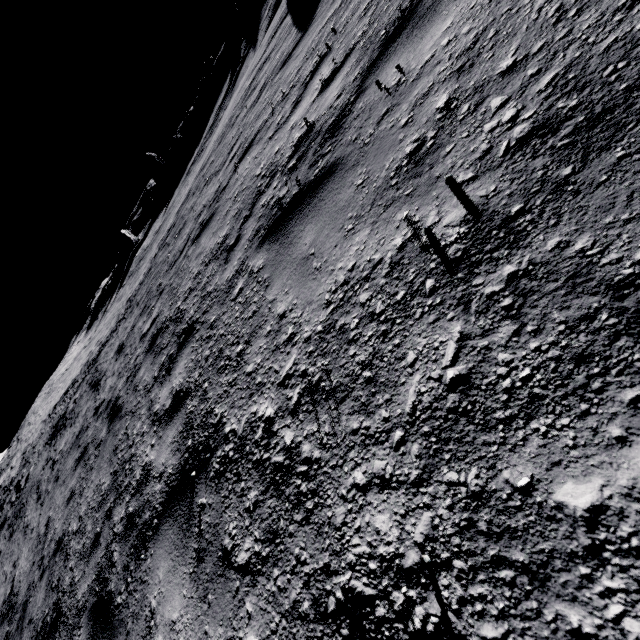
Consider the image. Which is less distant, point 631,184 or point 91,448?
point 631,184

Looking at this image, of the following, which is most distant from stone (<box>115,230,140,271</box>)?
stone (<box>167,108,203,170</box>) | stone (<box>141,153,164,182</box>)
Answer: stone (<box>167,108,203,170</box>)

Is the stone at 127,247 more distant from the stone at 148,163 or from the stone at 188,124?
the stone at 188,124

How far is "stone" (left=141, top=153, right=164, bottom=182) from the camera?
46.8m

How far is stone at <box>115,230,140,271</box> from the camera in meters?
39.6 m

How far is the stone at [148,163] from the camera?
46.8m

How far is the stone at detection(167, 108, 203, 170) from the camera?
39.7m
